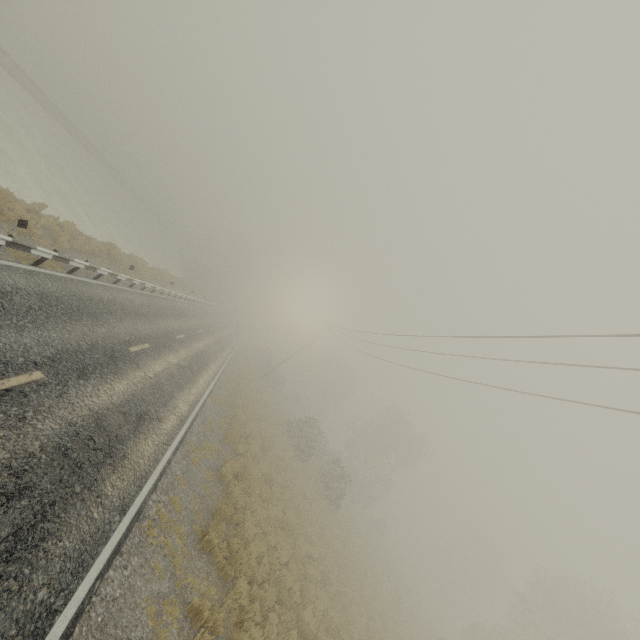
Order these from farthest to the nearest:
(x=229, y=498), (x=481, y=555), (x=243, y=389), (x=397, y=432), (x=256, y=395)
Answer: (x=481, y=555), (x=397, y=432), (x=256, y=395), (x=243, y=389), (x=229, y=498)
